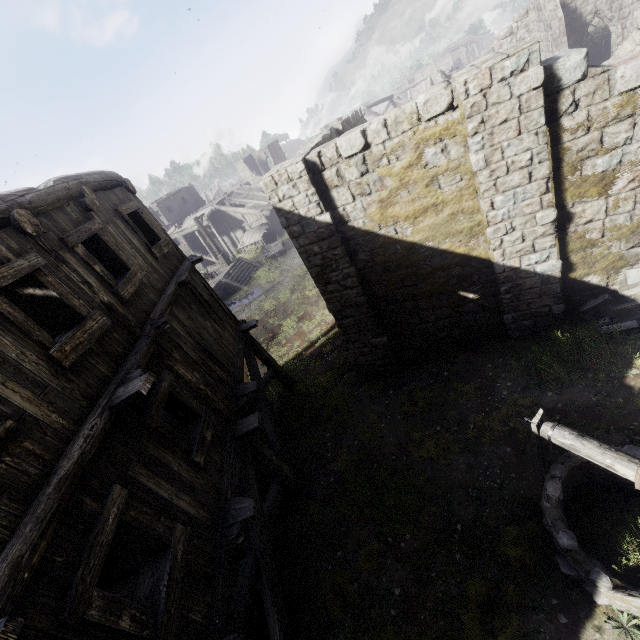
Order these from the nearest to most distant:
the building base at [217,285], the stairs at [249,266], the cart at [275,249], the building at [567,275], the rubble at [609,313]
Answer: the building at [567,275]
the rubble at [609,313]
the building base at [217,285]
the stairs at [249,266]
the cart at [275,249]

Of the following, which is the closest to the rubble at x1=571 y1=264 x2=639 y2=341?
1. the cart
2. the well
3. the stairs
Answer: the well

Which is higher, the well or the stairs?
the well

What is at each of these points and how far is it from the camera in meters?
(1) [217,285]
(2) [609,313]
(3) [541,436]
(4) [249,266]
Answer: (1) building base, 26.0
(2) rubble, 7.7
(3) well, 4.5
(4) stairs, 29.0

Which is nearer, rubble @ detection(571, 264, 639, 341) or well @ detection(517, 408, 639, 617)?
well @ detection(517, 408, 639, 617)

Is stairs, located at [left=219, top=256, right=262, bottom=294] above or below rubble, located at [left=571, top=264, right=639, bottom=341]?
below

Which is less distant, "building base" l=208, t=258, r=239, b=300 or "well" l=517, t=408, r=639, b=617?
"well" l=517, t=408, r=639, b=617

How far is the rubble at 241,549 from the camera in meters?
7.3 m
